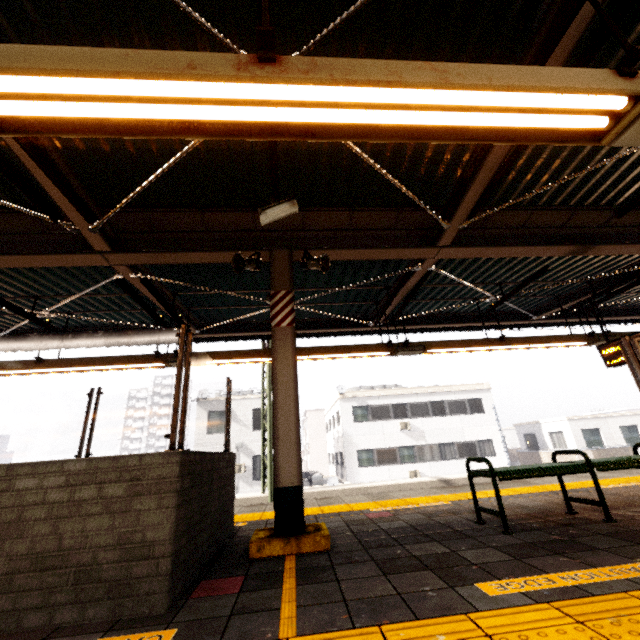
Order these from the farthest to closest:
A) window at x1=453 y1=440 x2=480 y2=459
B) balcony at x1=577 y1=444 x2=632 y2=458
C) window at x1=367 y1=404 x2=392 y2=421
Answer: window at x1=367 y1=404 x2=392 y2=421 < window at x1=453 y1=440 x2=480 y2=459 < balcony at x1=577 y1=444 x2=632 y2=458

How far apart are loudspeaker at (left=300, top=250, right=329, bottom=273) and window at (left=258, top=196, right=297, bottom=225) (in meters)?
0.83

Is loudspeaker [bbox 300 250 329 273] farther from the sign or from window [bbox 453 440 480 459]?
window [bbox 453 440 480 459]

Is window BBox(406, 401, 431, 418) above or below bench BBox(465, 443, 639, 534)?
above

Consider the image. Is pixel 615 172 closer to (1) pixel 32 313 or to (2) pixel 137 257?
(2) pixel 137 257

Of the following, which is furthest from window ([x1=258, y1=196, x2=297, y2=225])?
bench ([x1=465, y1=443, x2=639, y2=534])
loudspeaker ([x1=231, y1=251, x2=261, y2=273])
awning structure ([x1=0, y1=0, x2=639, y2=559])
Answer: bench ([x1=465, y1=443, x2=639, y2=534])

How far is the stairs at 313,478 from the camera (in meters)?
21.23

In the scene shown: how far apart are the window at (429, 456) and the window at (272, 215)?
22.9m
